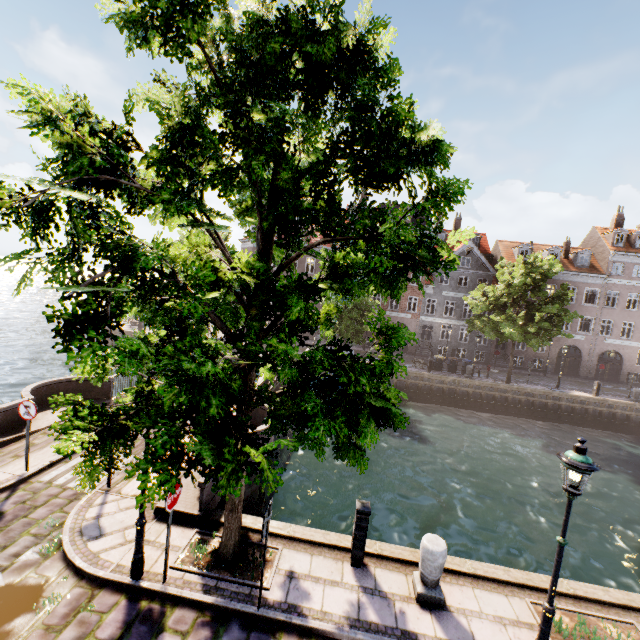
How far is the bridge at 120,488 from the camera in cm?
814

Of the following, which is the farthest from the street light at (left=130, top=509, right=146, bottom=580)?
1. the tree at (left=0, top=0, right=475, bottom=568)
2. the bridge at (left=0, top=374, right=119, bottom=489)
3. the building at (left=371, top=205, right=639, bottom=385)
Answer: the building at (left=371, top=205, right=639, bottom=385)

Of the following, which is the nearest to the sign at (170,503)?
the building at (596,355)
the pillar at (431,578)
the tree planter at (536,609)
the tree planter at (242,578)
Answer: the tree planter at (242,578)

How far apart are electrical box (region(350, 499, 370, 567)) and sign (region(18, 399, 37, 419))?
8.4m

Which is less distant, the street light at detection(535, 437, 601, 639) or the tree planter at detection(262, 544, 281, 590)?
the street light at detection(535, 437, 601, 639)

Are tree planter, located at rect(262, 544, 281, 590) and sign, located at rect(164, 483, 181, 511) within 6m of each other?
yes

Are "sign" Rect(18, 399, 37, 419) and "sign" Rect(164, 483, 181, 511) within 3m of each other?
no

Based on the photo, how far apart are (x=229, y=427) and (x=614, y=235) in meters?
44.7 m
